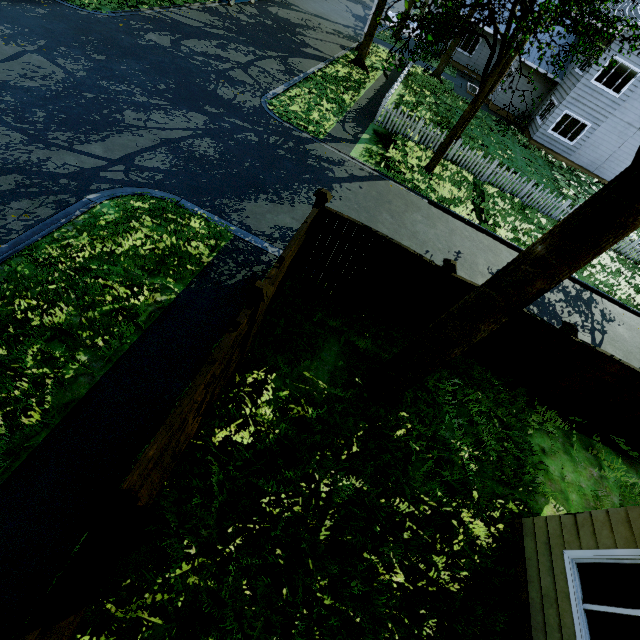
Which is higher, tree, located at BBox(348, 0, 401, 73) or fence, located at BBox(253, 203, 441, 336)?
fence, located at BBox(253, 203, 441, 336)

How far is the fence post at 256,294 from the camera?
4.30m

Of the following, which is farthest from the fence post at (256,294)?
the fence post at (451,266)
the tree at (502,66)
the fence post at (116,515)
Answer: the tree at (502,66)

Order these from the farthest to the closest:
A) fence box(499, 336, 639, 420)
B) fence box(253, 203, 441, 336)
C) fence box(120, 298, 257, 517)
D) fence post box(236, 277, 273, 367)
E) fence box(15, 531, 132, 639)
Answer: fence box(499, 336, 639, 420)
fence box(253, 203, 441, 336)
fence post box(236, 277, 273, 367)
fence box(120, 298, 257, 517)
fence box(15, 531, 132, 639)

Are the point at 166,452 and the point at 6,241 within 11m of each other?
yes

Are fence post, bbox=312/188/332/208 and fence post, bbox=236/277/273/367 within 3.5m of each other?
yes

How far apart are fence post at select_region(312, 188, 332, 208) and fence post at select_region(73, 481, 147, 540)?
5.45m

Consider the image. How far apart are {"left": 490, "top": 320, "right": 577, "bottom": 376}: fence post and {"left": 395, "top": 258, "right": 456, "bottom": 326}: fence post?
2.6m
